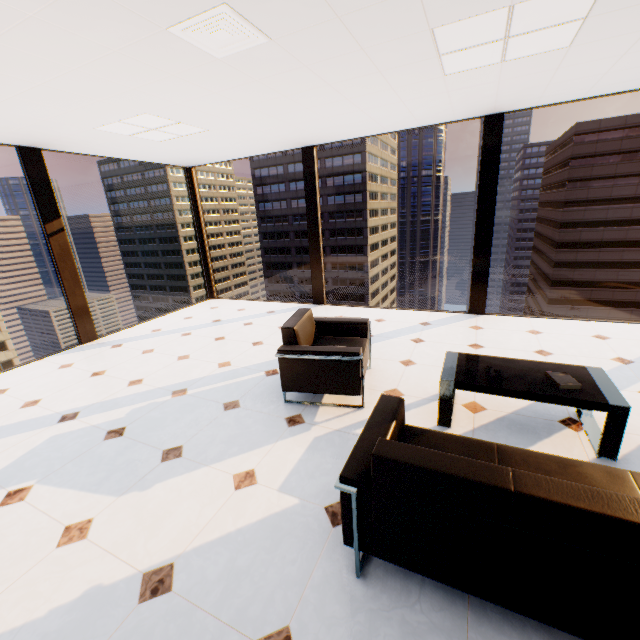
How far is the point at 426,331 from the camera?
4.90m

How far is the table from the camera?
2.2m

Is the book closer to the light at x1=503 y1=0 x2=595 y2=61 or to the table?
the table

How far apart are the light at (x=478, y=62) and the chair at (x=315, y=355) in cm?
246

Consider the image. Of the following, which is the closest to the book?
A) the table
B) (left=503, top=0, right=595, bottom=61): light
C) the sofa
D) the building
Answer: the table

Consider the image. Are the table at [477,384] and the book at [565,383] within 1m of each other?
yes

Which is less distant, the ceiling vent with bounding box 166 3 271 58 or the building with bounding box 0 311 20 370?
the ceiling vent with bounding box 166 3 271 58

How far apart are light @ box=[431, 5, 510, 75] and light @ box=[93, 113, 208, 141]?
3.0m
